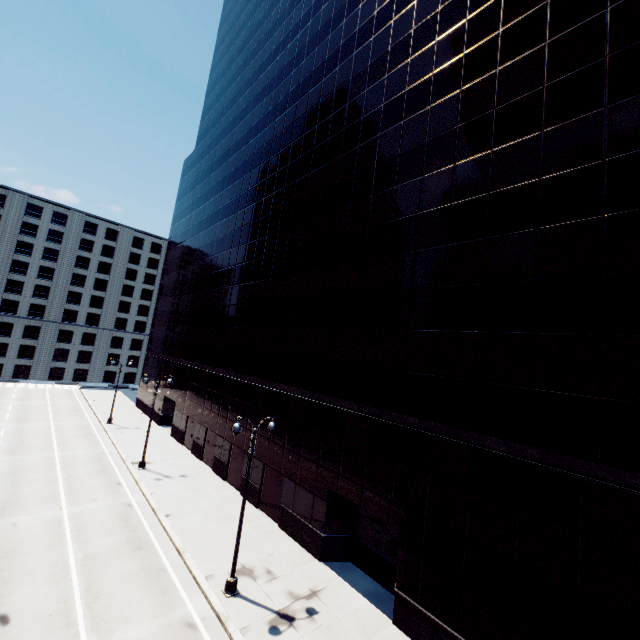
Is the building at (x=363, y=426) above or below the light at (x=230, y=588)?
above

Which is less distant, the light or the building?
the building

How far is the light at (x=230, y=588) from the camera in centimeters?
1384cm

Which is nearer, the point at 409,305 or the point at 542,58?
the point at 542,58

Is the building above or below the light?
above

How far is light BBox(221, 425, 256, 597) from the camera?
13.84m
